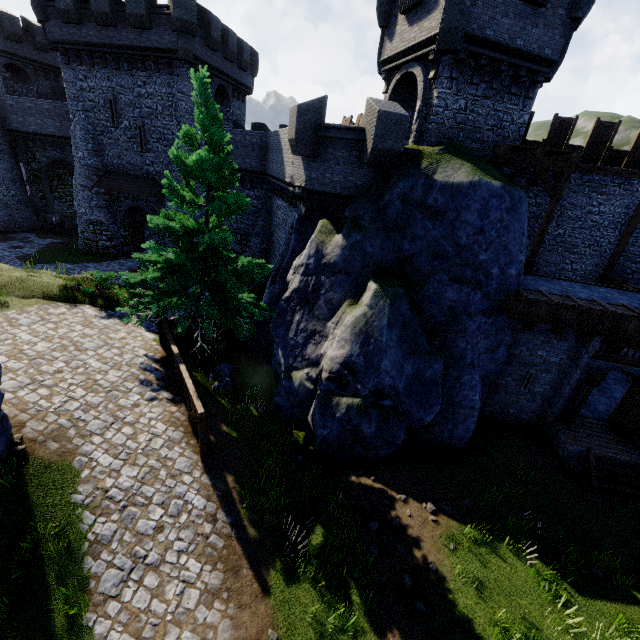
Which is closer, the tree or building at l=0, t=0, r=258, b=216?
the tree

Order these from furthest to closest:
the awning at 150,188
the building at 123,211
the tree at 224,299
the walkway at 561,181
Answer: the building at 123,211
the awning at 150,188
the walkway at 561,181
the tree at 224,299

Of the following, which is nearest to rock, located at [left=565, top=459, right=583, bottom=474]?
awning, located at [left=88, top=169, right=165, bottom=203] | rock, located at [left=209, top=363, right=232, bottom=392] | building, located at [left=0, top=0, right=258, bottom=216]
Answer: rock, located at [left=209, top=363, right=232, bottom=392]

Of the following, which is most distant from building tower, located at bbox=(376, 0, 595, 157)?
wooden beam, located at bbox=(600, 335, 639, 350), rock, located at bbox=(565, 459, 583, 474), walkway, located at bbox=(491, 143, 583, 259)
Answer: rock, located at bbox=(565, 459, 583, 474)

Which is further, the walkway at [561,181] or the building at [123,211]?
the building at [123,211]

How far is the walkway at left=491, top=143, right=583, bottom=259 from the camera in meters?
12.9 m

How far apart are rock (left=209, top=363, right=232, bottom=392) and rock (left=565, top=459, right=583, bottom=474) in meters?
13.4

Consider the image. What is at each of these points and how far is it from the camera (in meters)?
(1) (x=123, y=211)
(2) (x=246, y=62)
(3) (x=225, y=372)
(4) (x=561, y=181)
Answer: (1) building, 26.34
(2) building, 26.73
(3) rock, 13.68
(4) walkway, 13.18
